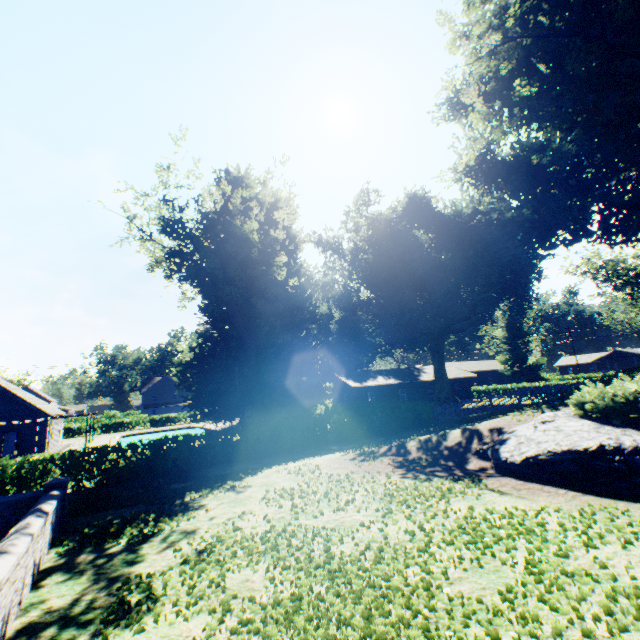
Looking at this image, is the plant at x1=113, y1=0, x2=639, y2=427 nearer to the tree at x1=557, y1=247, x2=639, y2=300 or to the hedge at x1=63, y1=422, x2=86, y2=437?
the tree at x1=557, y1=247, x2=639, y2=300

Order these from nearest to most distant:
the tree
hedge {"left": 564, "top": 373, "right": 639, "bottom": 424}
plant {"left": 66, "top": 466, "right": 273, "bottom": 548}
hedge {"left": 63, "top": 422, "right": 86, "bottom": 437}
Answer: plant {"left": 66, "top": 466, "right": 273, "bottom": 548}
hedge {"left": 564, "top": 373, "right": 639, "bottom": 424}
the tree
hedge {"left": 63, "top": 422, "right": 86, "bottom": 437}

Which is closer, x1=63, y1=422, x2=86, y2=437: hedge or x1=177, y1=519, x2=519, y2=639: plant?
x1=177, y1=519, x2=519, y2=639: plant

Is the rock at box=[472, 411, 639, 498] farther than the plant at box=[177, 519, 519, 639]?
Yes

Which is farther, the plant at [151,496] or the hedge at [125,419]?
the hedge at [125,419]

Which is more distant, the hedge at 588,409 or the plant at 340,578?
the hedge at 588,409

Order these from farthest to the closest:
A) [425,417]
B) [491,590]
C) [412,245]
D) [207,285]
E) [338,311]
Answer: [338,311]
[412,245]
[425,417]
[207,285]
[491,590]

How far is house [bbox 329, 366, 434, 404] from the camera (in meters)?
42.78
